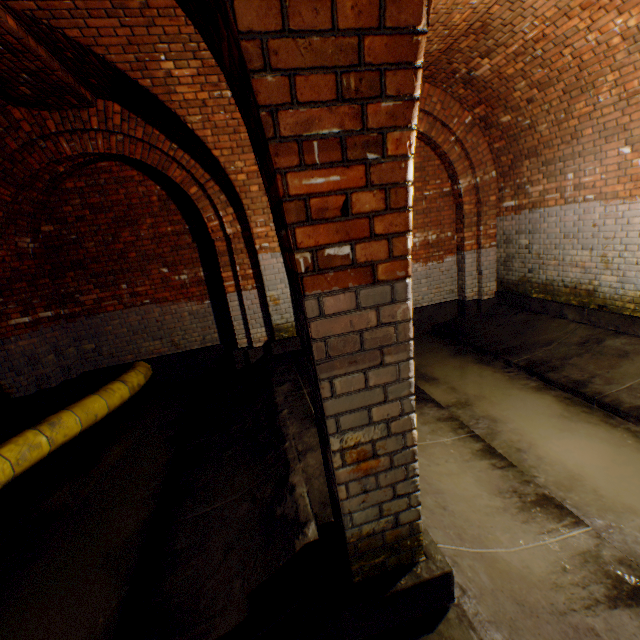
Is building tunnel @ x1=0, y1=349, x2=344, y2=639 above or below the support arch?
below

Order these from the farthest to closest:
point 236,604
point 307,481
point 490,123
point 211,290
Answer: point 211,290
point 490,123
point 307,481
point 236,604

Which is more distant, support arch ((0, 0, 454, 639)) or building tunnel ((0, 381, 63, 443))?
building tunnel ((0, 381, 63, 443))

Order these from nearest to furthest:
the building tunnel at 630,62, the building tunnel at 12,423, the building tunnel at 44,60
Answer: the building tunnel at 630,62 → the building tunnel at 44,60 → the building tunnel at 12,423

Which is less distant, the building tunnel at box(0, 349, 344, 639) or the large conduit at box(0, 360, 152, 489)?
the building tunnel at box(0, 349, 344, 639)

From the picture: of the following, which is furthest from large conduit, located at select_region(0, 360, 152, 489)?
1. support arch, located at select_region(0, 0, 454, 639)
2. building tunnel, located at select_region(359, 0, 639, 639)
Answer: support arch, located at select_region(0, 0, 454, 639)

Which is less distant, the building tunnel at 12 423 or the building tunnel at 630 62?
the building tunnel at 630 62
